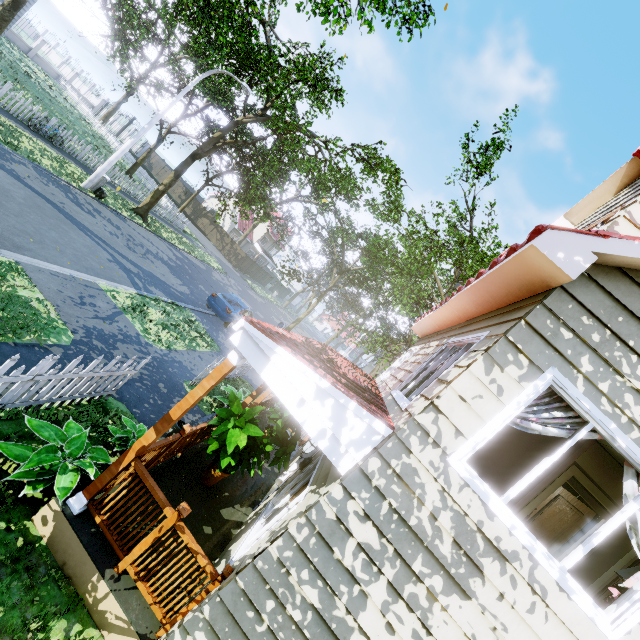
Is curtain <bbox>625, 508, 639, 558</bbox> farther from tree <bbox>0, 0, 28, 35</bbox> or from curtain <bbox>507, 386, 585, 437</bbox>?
tree <bbox>0, 0, 28, 35</bbox>

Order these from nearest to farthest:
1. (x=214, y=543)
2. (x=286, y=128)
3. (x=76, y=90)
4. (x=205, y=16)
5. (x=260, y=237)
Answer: (x=214, y=543) < (x=205, y=16) < (x=286, y=128) < (x=76, y=90) < (x=260, y=237)

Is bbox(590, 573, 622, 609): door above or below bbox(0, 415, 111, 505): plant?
above

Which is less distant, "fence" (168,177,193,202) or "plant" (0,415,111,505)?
"plant" (0,415,111,505)

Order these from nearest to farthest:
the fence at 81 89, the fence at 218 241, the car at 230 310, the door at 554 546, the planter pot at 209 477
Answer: the planter pot at 209 477 → the door at 554 546 → the car at 230 310 → the fence at 81 89 → the fence at 218 241

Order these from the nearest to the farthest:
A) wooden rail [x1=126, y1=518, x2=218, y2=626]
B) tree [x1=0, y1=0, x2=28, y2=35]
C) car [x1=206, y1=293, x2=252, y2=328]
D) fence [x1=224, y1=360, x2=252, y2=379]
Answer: wooden rail [x1=126, y1=518, x2=218, y2=626]
fence [x1=224, y1=360, x2=252, y2=379]
tree [x1=0, y1=0, x2=28, y2=35]
car [x1=206, y1=293, x2=252, y2=328]

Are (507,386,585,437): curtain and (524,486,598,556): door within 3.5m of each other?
no

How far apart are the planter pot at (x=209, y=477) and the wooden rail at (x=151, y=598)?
2.1m
